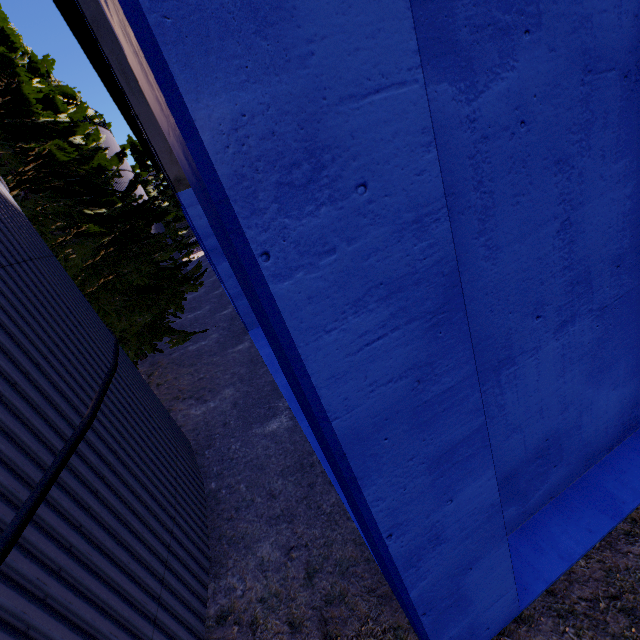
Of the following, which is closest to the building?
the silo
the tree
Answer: the tree

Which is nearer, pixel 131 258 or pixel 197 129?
pixel 197 129

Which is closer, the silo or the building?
Answer: the building

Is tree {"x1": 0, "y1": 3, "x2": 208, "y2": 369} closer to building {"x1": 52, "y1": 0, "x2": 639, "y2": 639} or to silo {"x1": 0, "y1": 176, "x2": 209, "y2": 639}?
silo {"x1": 0, "y1": 176, "x2": 209, "y2": 639}

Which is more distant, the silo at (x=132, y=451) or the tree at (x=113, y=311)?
the tree at (x=113, y=311)

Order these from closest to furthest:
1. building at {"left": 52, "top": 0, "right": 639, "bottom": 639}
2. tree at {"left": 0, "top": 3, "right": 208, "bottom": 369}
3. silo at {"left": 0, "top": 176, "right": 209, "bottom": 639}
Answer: building at {"left": 52, "top": 0, "right": 639, "bottom": 639}
silo at {"left": 0, "top": 176, "right": 209, "bottom": 639}
tree at {"left": 0, "top": 3, "right": 208, "bottom": 369}

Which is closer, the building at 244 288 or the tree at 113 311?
the building at 244 288
